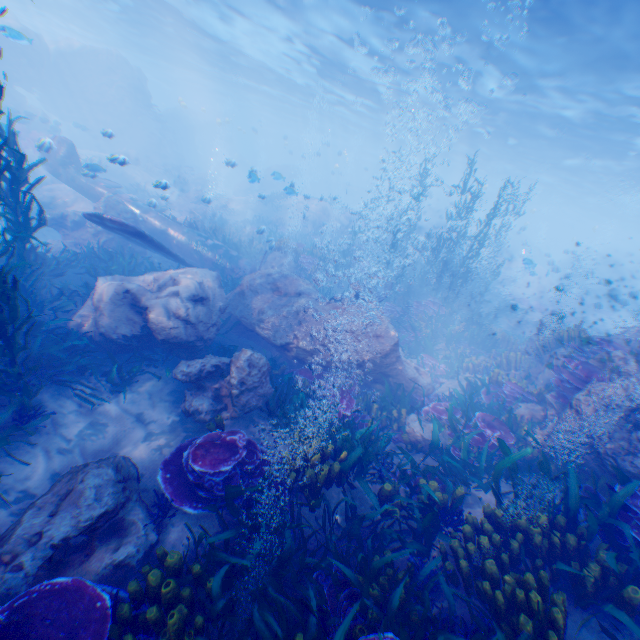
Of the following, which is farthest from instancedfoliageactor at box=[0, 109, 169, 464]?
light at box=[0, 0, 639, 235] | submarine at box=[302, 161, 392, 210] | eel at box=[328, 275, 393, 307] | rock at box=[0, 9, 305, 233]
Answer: light at box=[0, 0, 639, 235]

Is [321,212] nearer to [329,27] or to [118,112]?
[329,27]

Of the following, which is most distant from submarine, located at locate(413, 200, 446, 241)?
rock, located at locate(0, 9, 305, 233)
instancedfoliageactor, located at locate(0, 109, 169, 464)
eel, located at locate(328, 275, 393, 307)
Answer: instancedfoliageactor, located at locate(0, 109, 169, 464)

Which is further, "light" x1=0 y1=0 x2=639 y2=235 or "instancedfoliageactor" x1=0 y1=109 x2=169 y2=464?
"light" x1=0 y1=0 x2=639 y2=235

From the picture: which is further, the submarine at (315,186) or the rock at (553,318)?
the submarine at (315,186)

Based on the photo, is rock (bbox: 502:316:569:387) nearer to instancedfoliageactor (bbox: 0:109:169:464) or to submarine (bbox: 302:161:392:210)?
submarine (bbox: 302:161:392:210)

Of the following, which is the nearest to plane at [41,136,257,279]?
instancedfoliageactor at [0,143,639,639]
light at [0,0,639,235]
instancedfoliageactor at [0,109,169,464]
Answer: instancedfoliageactor at [0,143,639,639]

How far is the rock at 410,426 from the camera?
7.5 meters
